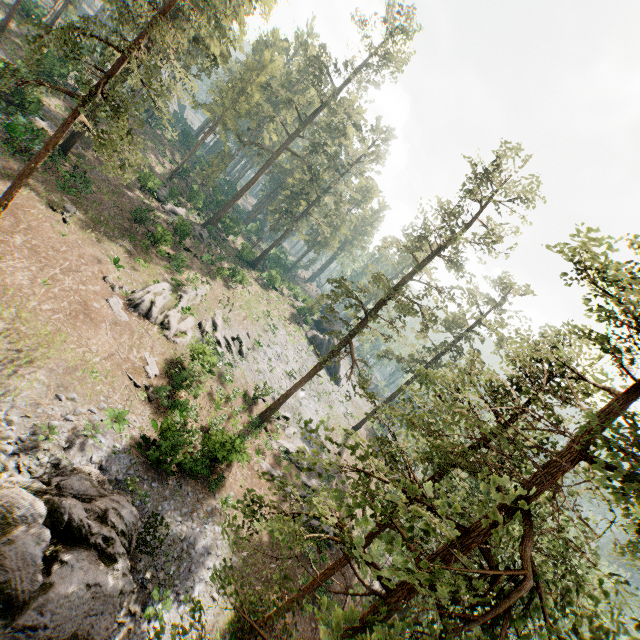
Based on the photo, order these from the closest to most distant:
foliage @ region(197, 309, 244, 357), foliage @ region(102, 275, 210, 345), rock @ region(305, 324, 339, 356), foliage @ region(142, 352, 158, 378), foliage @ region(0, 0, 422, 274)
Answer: foliage @ region(0, 0, 422, 274), foliage @ region(142, 352, 158, 378), foliage @ region(102, 275, 210, 345), foliage @ region(197, 309, 244, 357), rock @ region(305, 324, 339, 356)

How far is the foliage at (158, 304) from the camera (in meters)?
23.38

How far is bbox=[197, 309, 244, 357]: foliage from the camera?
28.6 meters

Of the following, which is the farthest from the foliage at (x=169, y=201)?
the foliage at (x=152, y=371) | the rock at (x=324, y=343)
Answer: the foliage at (x=152, y=371)

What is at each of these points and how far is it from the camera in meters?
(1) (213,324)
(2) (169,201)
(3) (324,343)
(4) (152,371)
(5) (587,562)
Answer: (1) foliage, 30.5
(2) foliage, 39.7
(3) rock, 54.1
(4) foliage, 21.7
(5) foliage, 21.0
